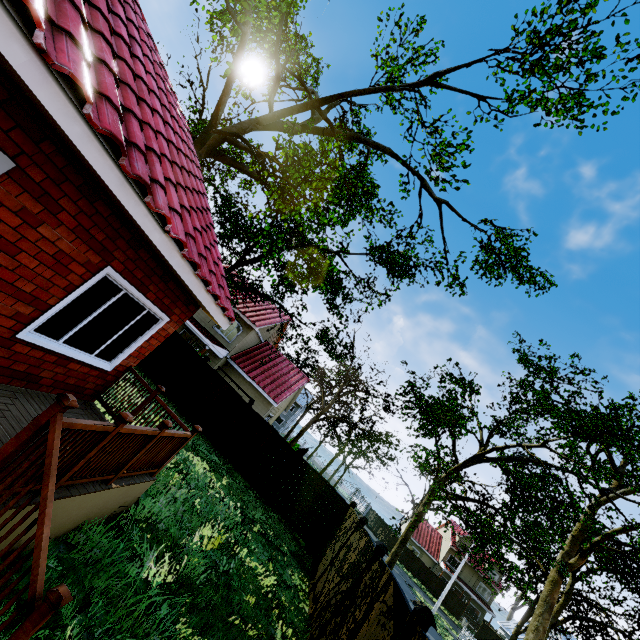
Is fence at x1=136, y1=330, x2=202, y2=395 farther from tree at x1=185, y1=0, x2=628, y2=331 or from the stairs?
the stairs

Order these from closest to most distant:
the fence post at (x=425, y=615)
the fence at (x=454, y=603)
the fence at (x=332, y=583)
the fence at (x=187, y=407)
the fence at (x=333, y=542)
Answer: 1. the fence post at (x=425, y=615)
2. the fence at (x=332, y=583)
3. the fence at (x=333, y=542)
4. the fence at (x=187, y=407)
5. the fence at (x=454, y=603)

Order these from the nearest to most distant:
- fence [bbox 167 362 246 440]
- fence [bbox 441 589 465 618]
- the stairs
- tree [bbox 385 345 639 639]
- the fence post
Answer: the stairs, the fence post, tree [bbox 385 345 639 639], fence [bbox 167 362 246 440], fence [bbox 441 589 465 618]

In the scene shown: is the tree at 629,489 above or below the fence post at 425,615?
above

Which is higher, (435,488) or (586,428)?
(586,428)

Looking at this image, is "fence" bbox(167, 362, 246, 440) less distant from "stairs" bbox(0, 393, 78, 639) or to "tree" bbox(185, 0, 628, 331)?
"stairs" bbox(0, 393, 78, 639)

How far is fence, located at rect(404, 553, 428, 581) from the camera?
41.6m

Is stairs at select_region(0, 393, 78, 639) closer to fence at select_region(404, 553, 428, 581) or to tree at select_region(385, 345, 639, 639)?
fence at select_region(404, 553, 428, 581)
